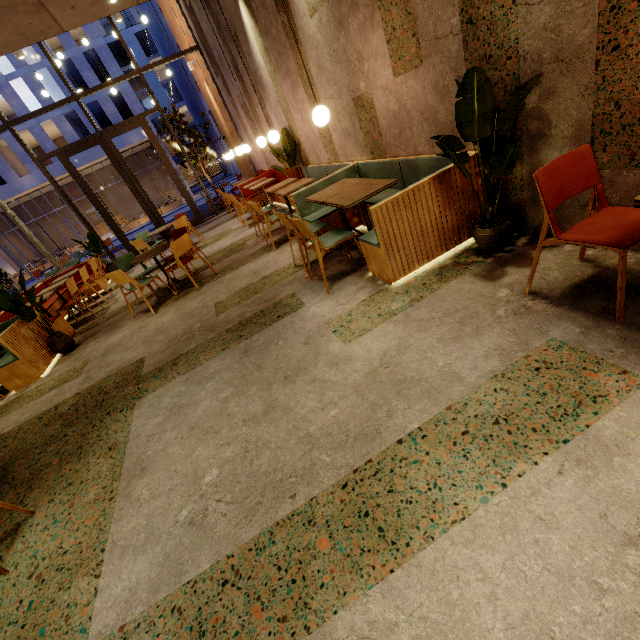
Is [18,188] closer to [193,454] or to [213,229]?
[213,229]

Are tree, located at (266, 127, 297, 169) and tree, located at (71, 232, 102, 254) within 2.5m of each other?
no

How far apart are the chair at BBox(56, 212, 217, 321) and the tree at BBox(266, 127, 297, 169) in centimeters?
232cm

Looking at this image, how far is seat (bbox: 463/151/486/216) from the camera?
2.9m

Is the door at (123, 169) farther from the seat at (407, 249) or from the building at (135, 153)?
the building at (135, 153)

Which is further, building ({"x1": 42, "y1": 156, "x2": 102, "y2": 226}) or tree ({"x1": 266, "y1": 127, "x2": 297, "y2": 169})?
building ({"x1": 42, "y1": 156, "x2": 102, "y2": 226})

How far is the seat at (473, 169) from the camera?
2.9m

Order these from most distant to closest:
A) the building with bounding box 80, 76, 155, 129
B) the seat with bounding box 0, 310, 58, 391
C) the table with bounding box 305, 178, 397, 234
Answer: the building with bounding box 80, 76, 155, 129
the seat with bounding box 0, 310, 58, 391
the table with bounding box 305, 178, 397, 234
